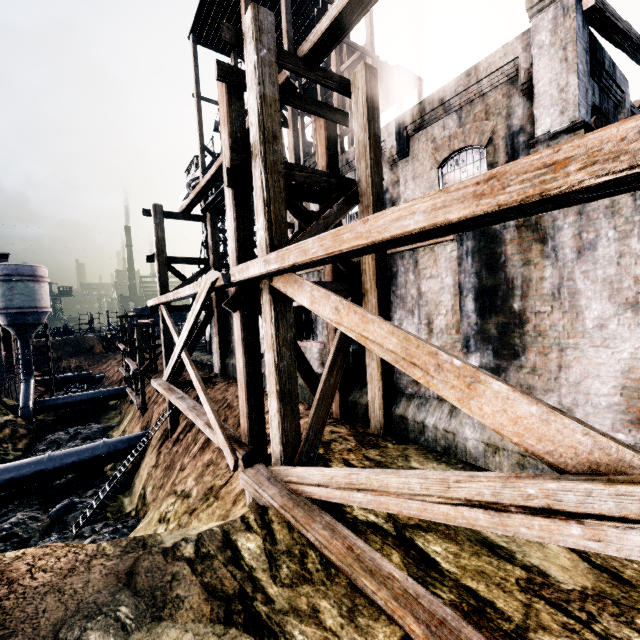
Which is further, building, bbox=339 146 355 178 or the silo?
the silo

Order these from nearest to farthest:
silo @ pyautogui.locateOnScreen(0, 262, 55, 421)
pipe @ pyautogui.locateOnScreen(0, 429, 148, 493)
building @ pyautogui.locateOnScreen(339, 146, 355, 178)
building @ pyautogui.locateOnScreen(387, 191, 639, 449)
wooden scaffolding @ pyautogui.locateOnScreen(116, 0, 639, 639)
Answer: wooden scaffolding @ pyautogui.locateOnScreen(116, 0, 639, 639) < building @ pyautogui.locateOnScreen(387, 191, 639, 449) < building @ pyautogui.locateOnScreen(339, 146, 355, 178) < pipe @ pyautogui.locateOnScreen(0, 429, 148, 493) < silo @ pyautogui.locateOnScreen(0, 262, 55, 421)

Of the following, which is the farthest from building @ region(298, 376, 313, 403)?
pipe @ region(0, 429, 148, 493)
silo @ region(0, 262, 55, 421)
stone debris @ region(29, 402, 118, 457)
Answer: stone debris @ region(29, 402, 118, 457)

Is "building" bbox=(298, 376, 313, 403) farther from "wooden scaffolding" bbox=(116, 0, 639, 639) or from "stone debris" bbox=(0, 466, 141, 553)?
"stone debris" bbox=(0, 466, 141, 553)

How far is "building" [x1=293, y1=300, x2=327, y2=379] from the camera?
12.5 meters

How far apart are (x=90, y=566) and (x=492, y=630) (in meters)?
5.78

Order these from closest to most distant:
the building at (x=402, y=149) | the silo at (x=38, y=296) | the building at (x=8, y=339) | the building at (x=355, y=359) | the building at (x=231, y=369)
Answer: the building at (x=402, y=149)
the building at (x=355, y=359)
the building at (x=231, y=369)
the silo at (x=38, y=296)
the building at (x=8, y=339)

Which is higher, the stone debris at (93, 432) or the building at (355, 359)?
the building at (355, 359)
